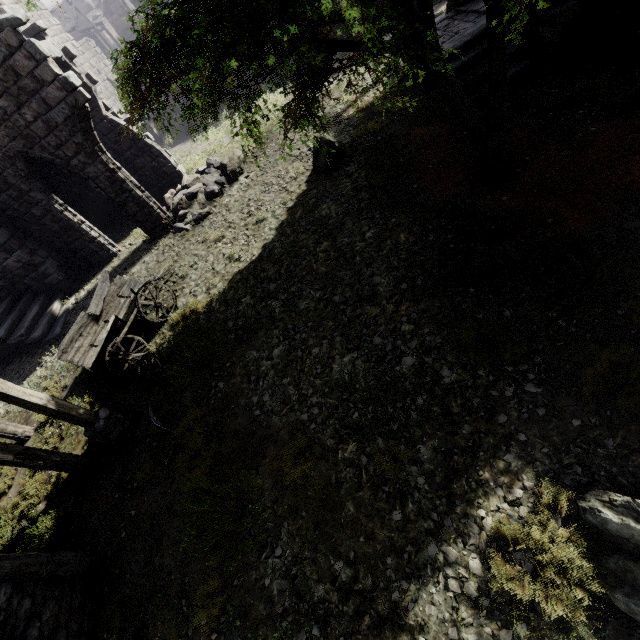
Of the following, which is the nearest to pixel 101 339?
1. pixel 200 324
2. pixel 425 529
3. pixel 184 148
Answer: pixel 200 324

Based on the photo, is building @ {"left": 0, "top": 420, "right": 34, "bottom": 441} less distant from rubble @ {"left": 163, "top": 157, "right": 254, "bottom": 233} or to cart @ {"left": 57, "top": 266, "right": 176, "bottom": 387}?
rubble @ {"left": 163, "top": 157, "right": 254, "bottom": 233}

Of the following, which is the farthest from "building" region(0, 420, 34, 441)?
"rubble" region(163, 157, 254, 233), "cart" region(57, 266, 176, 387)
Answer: "cart" region(57, 266, 176, 387)

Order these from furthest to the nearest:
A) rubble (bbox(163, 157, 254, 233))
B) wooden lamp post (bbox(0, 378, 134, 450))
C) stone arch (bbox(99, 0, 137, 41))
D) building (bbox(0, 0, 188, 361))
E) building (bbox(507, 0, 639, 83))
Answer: stone arch (bbox(99, 0, 137, 41)) → rubble (bbox(163, 157, 254, 233)) → building (bbox(0, 0, 188, 361)) → building (bbox(507, 0, 639, 83)) → wooden lamp post (bbox(0, 378, 134, 450))

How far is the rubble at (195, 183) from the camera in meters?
12.7 m

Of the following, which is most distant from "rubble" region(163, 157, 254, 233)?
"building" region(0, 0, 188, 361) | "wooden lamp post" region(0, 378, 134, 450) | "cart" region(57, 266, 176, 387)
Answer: "wooden lamp post" region(0, 378, 134, 450)

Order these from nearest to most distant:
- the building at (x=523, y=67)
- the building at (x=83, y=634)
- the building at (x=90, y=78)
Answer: the building at (x=83, y=634) < the building at (x=523, y=67) < the building at (x=90, y=78)

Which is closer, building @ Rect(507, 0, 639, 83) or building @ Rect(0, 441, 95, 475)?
building @ Rect(0, 441, 95, 475)
